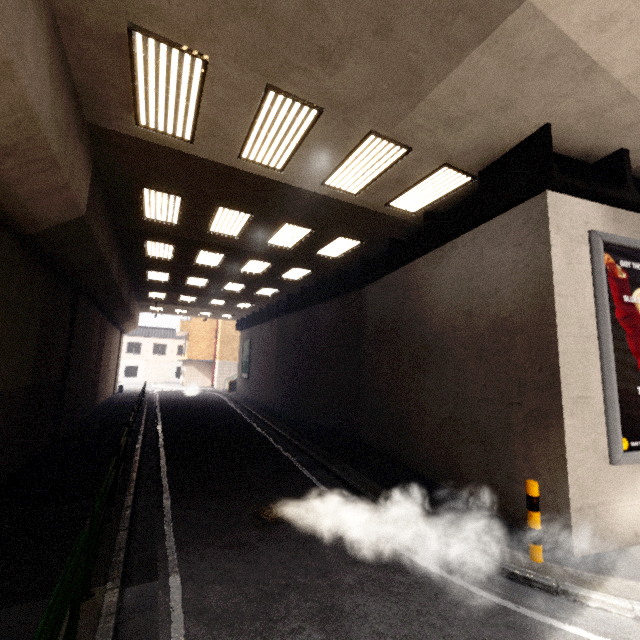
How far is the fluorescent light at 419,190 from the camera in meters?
7.0 m

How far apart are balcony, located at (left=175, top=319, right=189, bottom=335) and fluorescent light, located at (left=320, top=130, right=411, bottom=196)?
32.3m

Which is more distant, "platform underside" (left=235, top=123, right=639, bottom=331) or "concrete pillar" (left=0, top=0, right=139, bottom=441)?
"platform underside" (left=235, top=123, right=639, bottom=331)

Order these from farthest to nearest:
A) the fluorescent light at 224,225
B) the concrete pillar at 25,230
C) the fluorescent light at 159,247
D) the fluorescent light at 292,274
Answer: the fluorescent light at 292,274, the fluorescent light at 159,247, the fluorescent light at 224,225, the concrete pillar at 25,230

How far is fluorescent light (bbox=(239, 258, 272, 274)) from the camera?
13.4 meters

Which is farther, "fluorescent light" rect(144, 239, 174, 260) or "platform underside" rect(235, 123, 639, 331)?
"fluorescent light" rect(144, 239, 174, 260)

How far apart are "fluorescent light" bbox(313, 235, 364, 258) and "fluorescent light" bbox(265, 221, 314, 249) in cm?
90

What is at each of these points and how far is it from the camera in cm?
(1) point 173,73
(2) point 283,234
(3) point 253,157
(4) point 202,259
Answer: (1) fluorescent light, 480
(2) fluorescent light, 1053
(3) fluorescent light, 668
(4) fluorescent light, 1334
